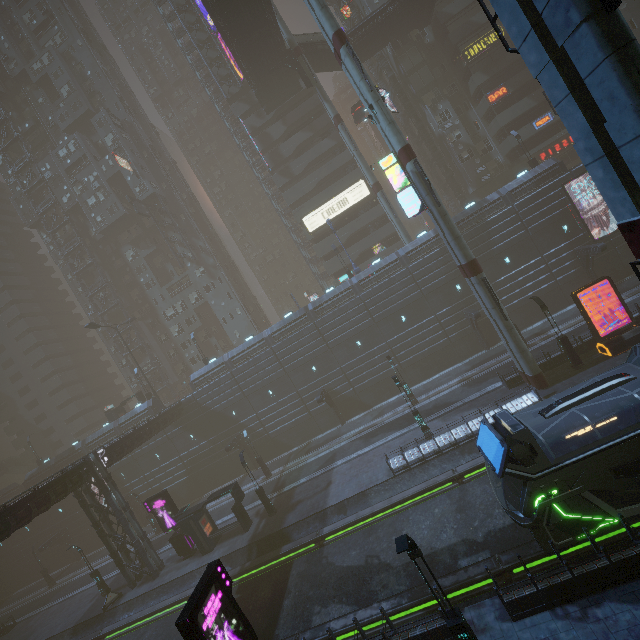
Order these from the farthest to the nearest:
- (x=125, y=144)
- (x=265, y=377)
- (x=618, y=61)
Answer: (x=125, y=144) → (x=265, y=377) → (x=618, y=61)

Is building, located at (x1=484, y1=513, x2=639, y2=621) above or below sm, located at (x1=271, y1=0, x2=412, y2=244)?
below

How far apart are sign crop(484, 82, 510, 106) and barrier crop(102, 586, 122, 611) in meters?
65.1 m

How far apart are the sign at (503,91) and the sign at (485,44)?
4.3m

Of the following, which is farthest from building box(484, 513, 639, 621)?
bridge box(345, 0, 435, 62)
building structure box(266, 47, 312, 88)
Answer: building structure box(266, 47, 312, 88)

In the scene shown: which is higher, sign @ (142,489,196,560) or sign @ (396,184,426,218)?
sign @ (396,184,426,218)

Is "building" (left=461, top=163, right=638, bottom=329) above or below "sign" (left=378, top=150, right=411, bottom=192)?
below

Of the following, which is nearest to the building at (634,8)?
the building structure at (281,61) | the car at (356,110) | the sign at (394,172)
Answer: the sign at (394,172)
